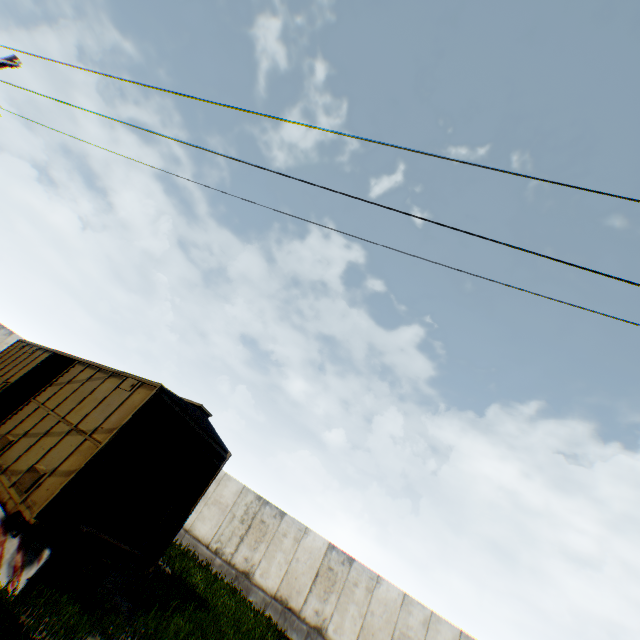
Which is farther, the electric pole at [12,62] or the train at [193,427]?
the electric pole at [12,62]

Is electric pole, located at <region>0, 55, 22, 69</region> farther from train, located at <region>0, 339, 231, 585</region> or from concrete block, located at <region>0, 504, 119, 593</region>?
concrete block, located at <region>0, 504, 119, 593</region>

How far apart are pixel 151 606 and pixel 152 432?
4.80m

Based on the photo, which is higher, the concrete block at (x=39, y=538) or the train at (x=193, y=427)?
the train at (x=193, y=427)

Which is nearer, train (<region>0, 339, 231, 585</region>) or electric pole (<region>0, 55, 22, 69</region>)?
train (<region>0, 339, 231, 585</region>)

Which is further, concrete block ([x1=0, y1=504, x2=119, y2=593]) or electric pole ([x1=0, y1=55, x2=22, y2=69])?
electric pole ([x1=0, y1=55, x2=22, y2=69])
